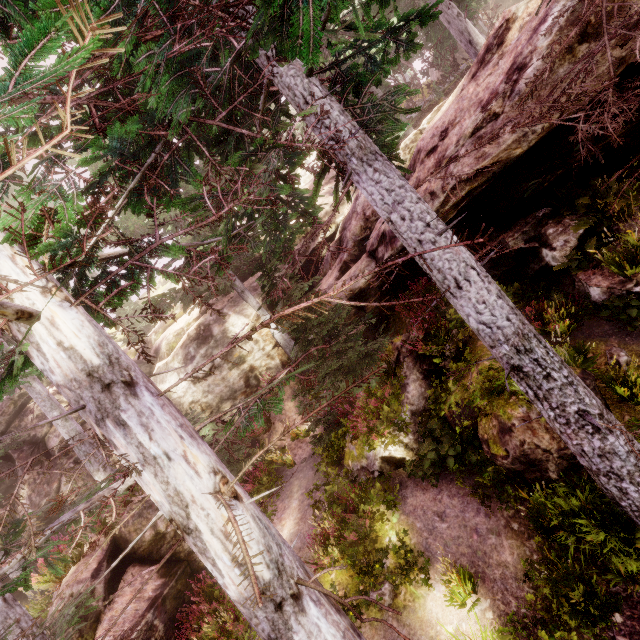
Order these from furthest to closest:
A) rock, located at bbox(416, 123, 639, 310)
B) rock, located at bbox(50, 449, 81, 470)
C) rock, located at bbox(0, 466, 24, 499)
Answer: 1. rock, located at bbox(0, 466, 24, 499)
2. rock, located at bbox(50, 449, 81, 470)
3. rock, located at bbox(416, 123, 639, 310)

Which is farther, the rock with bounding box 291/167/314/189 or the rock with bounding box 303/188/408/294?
the rock with bounding box 291/167/314/189

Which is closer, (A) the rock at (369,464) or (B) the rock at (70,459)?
(A) the rock at (369,464)

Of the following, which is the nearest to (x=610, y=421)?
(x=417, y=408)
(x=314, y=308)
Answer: (x=417, y=408)

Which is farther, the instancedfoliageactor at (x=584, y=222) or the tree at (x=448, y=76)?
the tree at (x=448, y=76)
